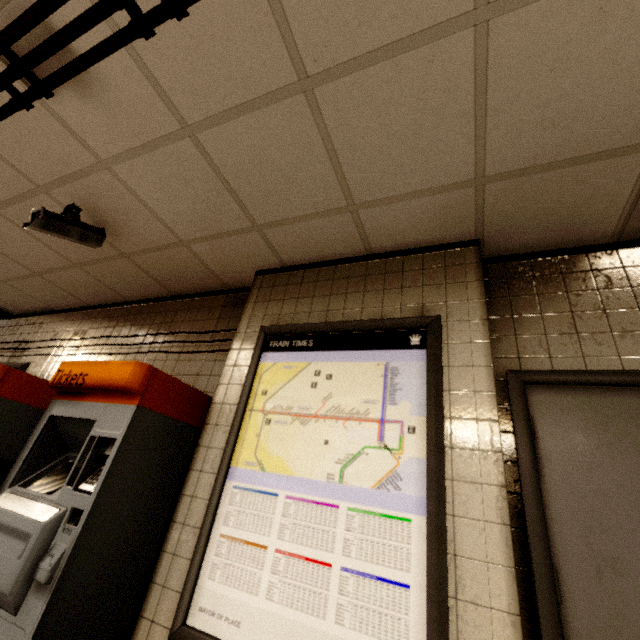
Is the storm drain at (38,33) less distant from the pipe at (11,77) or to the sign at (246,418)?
the pipe at (11,77)

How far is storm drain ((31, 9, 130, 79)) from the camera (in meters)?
1.43

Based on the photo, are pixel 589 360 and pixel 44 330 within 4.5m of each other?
no

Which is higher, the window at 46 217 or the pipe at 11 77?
the pipe at 11 77

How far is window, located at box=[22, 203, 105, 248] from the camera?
2.3m

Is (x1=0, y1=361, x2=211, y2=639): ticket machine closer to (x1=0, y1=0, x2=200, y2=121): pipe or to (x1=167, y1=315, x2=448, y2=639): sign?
(x1=167, y1=315, x2=448, y2=639): sign

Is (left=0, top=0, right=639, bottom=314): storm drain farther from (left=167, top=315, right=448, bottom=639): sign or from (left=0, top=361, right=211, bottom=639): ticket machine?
(left=0, top=361, right=211, bottom=639): ticket machine

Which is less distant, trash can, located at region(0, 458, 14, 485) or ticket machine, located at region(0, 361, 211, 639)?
ticket machine, located at region(0, 361, 211, 639)
